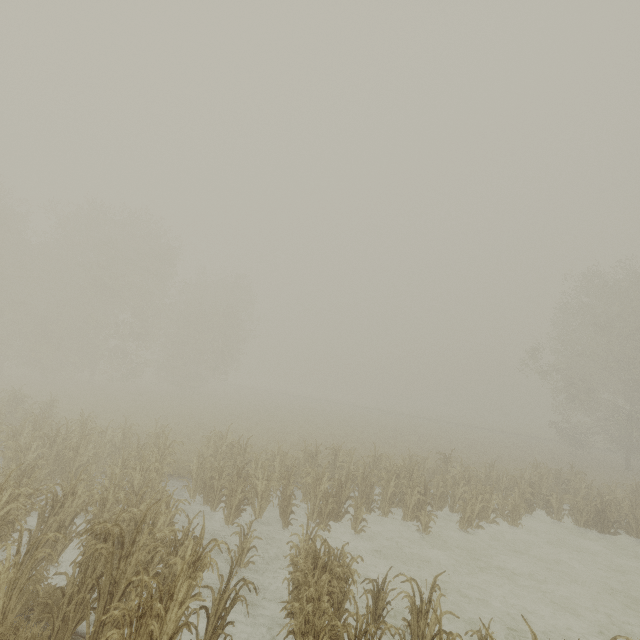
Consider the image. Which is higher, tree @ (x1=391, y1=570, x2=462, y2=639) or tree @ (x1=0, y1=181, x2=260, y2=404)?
tree @ (x1=0, y1=181, x2=260, y2=404)

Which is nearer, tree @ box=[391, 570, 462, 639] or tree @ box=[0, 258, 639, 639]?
tree @ box=[391, 570, 462, 639]

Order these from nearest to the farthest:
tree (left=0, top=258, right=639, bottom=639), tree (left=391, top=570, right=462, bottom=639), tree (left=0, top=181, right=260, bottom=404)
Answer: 1. tree (left=391, top=570, right=462, bottom=639)
2. tree (left=0, top=258, right=639, bottom=639)
3. tree (left=0, top=181, right=260, bottom=404)

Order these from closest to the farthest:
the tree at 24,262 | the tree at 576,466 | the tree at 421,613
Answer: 1. the tree at 421,613
2. the tree at 576,466
3. the tree at 24,262

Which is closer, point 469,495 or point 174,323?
point 469,495

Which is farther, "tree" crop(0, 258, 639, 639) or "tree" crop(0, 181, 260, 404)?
"tree" crop(0, 181, 260, 404)

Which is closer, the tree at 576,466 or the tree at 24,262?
the tree at 576,466
